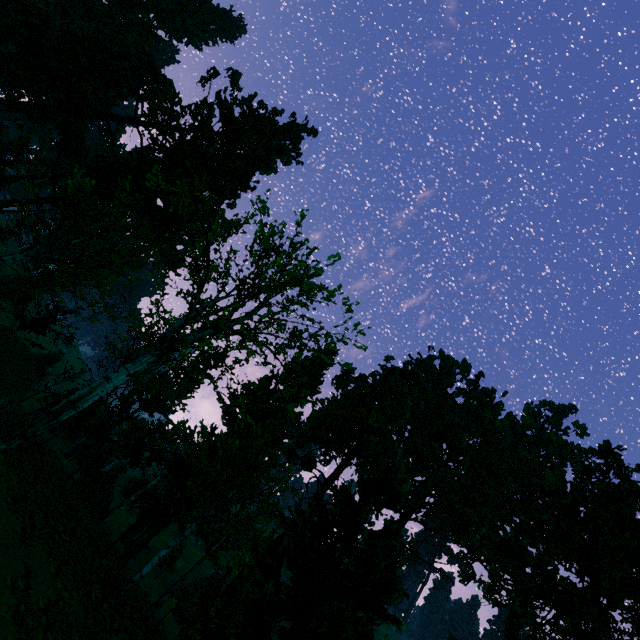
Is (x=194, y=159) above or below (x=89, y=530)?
above
